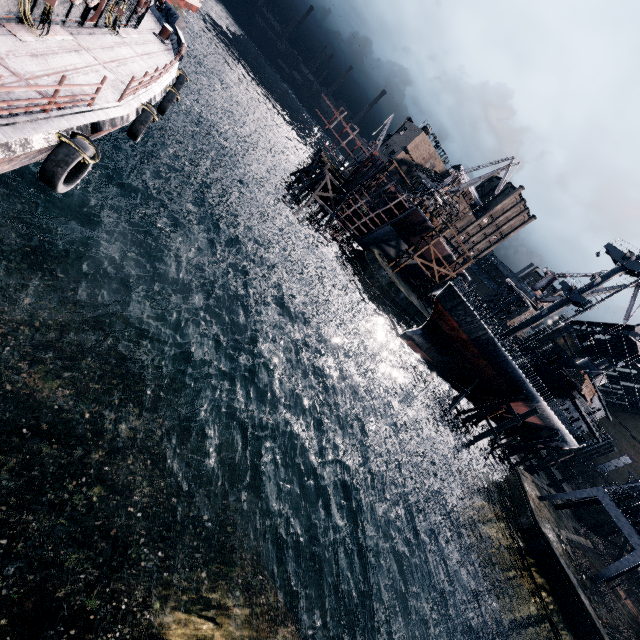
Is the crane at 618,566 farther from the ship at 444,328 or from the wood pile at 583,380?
A: the wood pile at 583,380

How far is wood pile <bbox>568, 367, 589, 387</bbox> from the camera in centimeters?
3772cm

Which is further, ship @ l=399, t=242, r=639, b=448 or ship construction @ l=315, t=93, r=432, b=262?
ship construction @ l=315, t=93, r=432, b=262

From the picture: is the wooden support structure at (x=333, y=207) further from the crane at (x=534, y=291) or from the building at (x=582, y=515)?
the building at (x=582, y=515)

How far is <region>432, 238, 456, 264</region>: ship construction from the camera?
54.0m

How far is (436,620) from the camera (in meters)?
23.55

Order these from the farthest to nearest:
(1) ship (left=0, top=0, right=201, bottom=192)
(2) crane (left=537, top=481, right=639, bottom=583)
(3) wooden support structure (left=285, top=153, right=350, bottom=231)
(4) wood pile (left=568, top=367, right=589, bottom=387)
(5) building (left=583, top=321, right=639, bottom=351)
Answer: (5) building (left=583, top=321, right=639, bottom=351)
(3) wooden support structure (left=285, top=153, right=350, bottom=231)
(4) wood pile (left=568, top=367, right=589, bottom=387)
(2) crane (left=537, top=481, right=639, bottom=583)
(1) ship (left=0, top=0, right=201, bottom=192)
